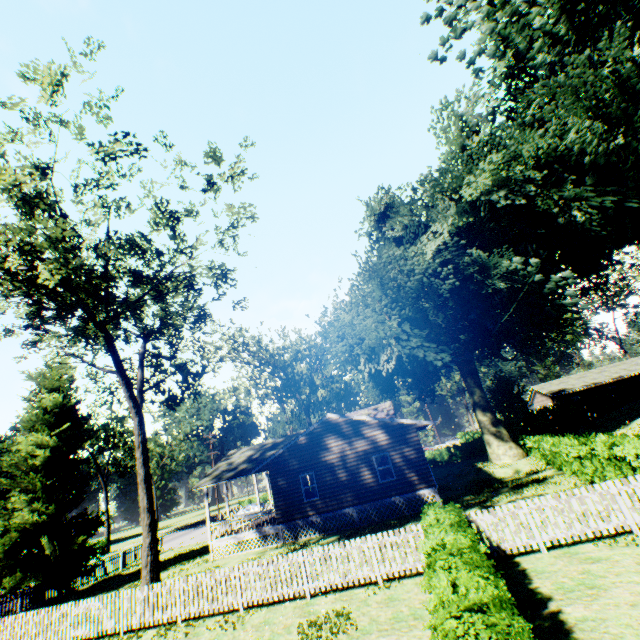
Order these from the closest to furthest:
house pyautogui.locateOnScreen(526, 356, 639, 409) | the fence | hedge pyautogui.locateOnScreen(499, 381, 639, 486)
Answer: the fence
hedge pyautogui.locateOnScreen(499, 381, 639, 486)
house pyautogui.locateOnScreen(526, 356, 639, 409)

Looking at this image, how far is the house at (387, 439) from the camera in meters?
19.4

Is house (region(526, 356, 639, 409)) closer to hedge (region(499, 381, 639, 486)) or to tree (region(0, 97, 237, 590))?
hedge (region(499, 381, 639, 486))

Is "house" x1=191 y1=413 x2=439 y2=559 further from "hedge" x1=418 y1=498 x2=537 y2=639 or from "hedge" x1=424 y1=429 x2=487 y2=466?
"hedge" x1=418 y1=498 x2=537 y2=639

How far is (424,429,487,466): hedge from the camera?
39.8 meters

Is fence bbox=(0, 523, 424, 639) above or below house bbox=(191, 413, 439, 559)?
above

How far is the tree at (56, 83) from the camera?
11.51m

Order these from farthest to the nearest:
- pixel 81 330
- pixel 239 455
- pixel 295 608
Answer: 1. pixel 239 455
2. pixel 81 330
3. pixel 295 608
